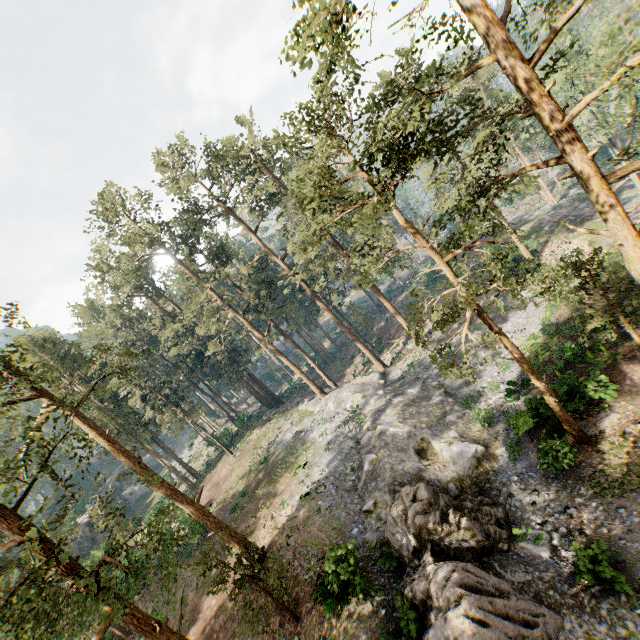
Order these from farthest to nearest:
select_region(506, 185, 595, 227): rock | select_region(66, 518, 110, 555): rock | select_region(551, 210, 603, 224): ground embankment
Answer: select_region(66, 518, 110, 555): rock → select_region(506, 185, 595, 227): rock → select_region(551, 210, 603, 224): ground embankment

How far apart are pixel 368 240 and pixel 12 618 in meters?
18.5

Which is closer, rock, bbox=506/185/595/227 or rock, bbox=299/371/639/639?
rock, bbox=299/371/639/639

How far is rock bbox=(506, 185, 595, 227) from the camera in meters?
40.8

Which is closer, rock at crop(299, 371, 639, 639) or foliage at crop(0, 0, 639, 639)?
foliage at crop(0, 0, 639, 639)

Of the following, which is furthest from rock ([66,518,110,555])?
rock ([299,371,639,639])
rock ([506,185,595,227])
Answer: rock ([506,185,595,227])

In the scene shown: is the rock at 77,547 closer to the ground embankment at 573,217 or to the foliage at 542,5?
the foliage at 542,5
